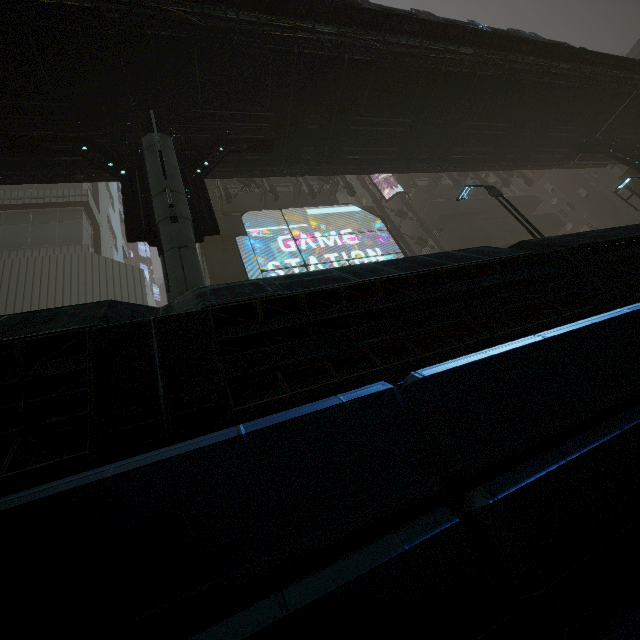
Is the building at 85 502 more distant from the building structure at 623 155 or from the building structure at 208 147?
the building structure at 623 155

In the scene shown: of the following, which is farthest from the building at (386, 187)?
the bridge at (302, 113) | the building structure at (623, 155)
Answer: the building structure at (623, 155)

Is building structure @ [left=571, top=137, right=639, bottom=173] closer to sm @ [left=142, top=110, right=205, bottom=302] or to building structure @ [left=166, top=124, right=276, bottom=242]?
building structure @ [left=166, top=124, right=276, bottom=242]

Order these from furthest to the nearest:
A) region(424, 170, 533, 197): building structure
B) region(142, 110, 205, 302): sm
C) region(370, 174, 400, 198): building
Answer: region(370, 174, 400, 198): building < region(424, 170, 533, 197): building structure < region(142, 110, 205, 302): sm

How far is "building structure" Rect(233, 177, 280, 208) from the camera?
18.67m

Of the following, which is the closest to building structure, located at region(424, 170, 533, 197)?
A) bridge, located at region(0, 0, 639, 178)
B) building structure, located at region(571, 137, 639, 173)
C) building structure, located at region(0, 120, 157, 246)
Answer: bridge, located at region(0, 0, 639, 178)

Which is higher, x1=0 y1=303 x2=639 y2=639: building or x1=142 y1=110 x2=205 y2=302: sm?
x1=142 y1=110 x2=205 y2=302: sm

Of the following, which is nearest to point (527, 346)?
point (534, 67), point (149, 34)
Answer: point (149, 34)
